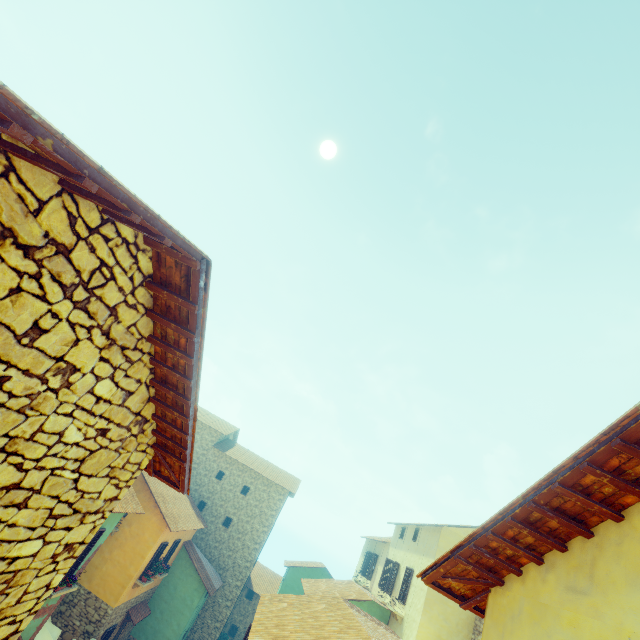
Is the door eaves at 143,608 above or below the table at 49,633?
above

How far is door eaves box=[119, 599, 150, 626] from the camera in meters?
16.5 m

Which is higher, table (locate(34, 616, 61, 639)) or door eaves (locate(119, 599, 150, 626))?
door eaves (locate(119, 599, 150, 626))

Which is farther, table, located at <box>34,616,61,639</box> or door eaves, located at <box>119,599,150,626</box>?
door eaves, located at <box>119,599,150,626</box>

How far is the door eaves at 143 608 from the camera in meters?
16.5

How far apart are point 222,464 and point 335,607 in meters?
17.5
